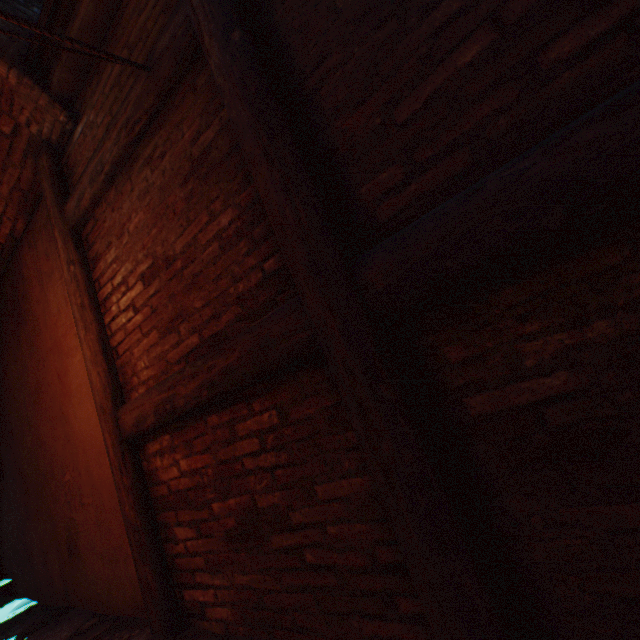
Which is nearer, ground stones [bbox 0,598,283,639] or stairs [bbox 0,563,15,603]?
ground stones [bbox 0,598,283,639]

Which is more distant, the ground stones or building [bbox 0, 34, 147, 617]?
building [bbox 0, 34, 147, 617]

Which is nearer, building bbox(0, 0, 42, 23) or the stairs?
building bbox(0, 0, 42, 23)

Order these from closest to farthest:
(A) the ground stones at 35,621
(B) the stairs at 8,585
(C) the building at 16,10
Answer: (A) the ground stones at 35,621 → (C) the building at 16,10 → (B) the stairs at 8,585

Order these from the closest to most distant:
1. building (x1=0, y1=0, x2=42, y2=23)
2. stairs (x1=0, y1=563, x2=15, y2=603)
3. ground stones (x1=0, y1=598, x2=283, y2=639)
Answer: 1. ground stones (x1=0, y1=598, x2=283, y2=639)
2. building (x1=0, y1=0, x2=42, y2=23)
3. stairs (x1=0, y1=563, x2=15, y2=603)

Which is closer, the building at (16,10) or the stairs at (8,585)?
the building at (16,10)

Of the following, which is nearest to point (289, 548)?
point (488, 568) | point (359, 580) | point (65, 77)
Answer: point (359, 580)
